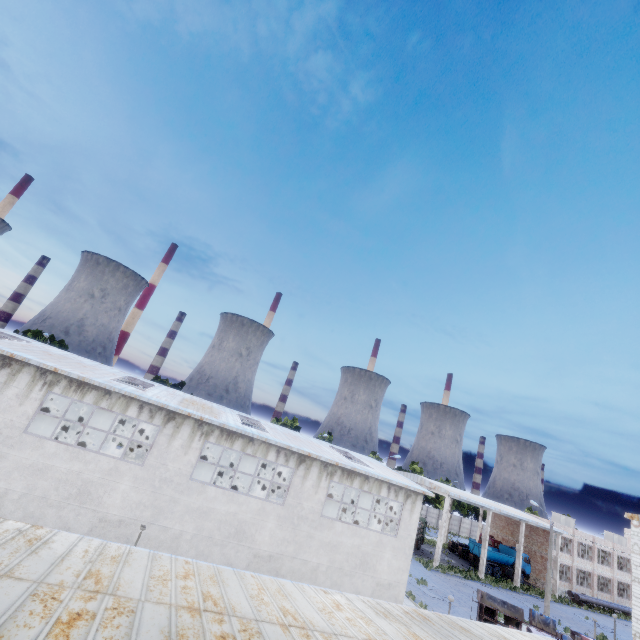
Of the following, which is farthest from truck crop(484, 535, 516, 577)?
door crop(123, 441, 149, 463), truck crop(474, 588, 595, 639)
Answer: door crop(123, 441, 149, 463)

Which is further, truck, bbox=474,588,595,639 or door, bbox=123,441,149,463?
door, bbox=123,441,149,463

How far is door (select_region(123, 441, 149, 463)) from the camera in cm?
2995

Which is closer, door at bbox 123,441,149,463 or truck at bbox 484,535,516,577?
door at bbox 123,441,149,463

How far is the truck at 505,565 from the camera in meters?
42.7

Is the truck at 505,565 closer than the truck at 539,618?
No

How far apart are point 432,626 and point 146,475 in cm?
1424

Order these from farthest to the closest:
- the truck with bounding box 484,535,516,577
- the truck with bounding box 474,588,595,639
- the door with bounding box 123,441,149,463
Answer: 1. the truck with bounding box 484,535,516,577
2. the door with bounding box 123,441,149,463
3. the truck with bounding box 474,588,595,639
